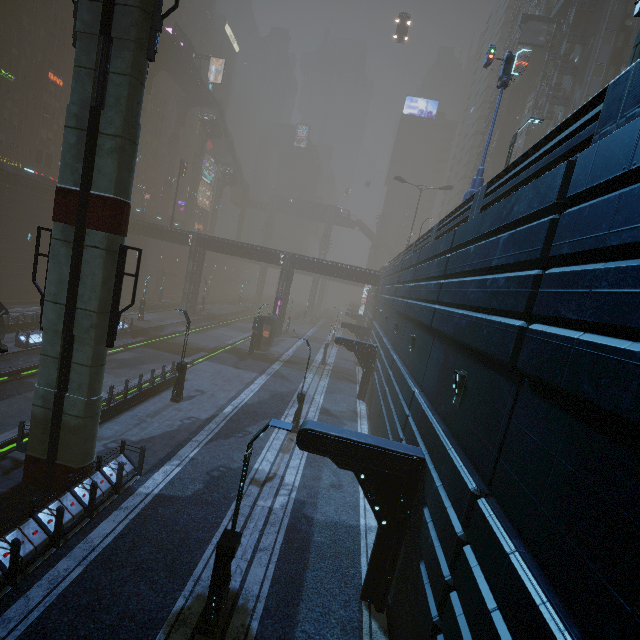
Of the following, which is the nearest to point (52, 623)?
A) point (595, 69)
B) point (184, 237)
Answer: point (184, 237)

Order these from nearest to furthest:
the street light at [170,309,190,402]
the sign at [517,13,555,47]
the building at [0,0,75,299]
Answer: the street light at [170,309,190,402]
the building at [0,0,75,299]
the sign at [517,13,555,47]

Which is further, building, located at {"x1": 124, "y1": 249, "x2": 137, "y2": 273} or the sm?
building, located at {"x1": 124, "y1": 249, "x2": 137, "y2": 273}

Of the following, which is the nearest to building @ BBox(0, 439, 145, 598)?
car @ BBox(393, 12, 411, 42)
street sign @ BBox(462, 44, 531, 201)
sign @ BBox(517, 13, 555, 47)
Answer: sign @ BBox(517, 13, 555, 47)

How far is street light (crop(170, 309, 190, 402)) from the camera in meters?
19.3 m

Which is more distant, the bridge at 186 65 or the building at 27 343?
the bridge at 186 65

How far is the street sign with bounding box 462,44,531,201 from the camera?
14.5m

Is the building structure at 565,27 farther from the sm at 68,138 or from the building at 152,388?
the sm at 68,138
